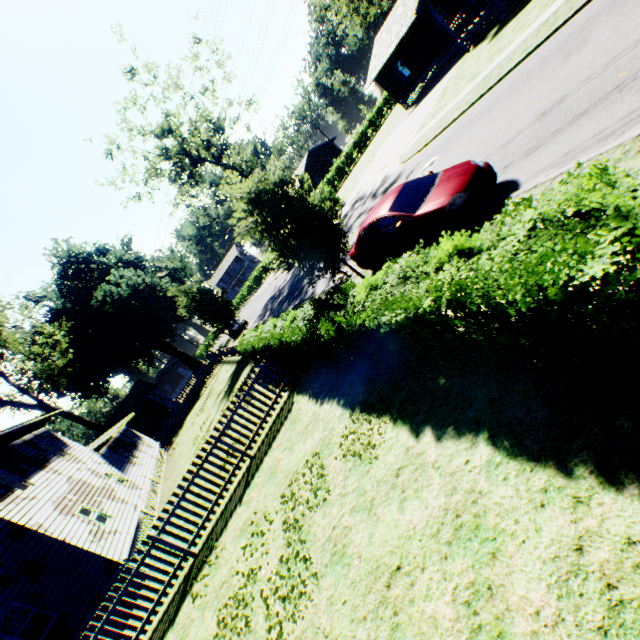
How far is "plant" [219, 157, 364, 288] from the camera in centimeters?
908cm

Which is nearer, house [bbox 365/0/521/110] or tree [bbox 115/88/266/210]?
house [bbox 365/0/521/110]

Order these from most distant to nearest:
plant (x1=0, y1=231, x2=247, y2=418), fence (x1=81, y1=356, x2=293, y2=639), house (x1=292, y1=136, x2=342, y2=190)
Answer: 1. house (x1=292, y1=136, x2=342, y2=190)
2. plant (x1=0, y1=231, x2=247, y2=418)
3. fence (x1=81, y1=356, x2=293, y2=639)

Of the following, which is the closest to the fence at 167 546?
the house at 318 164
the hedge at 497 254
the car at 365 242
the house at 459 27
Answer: the hedge at 497 254

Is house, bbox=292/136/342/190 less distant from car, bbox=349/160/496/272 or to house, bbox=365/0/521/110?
house, bbox=365/0/521/110

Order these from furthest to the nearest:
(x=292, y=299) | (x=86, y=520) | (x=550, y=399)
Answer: (x=292, y=299) < (x=86, y=520) < (x=550, y=399)

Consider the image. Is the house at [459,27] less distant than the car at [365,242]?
No

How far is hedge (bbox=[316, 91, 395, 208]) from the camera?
30.9 meters
